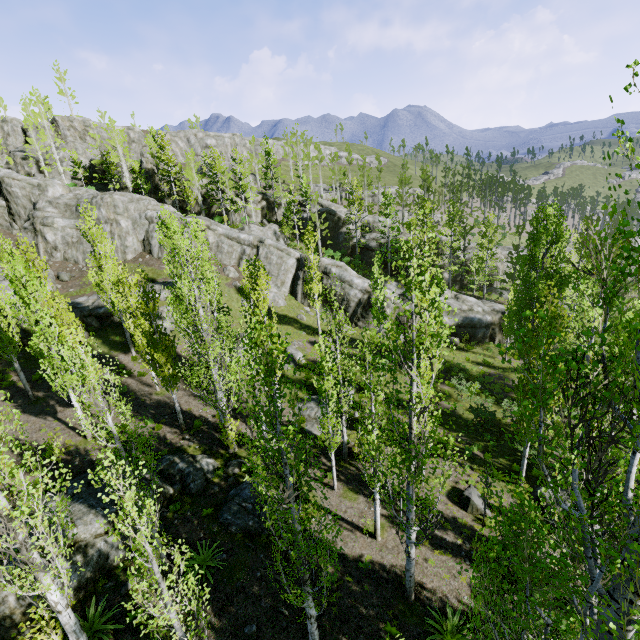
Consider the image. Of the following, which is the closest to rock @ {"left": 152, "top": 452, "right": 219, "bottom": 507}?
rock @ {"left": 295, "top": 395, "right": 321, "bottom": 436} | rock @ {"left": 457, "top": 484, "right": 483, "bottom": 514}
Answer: rock @ {"left": 295, "top": 395, "right": 321, "bottom": 436}

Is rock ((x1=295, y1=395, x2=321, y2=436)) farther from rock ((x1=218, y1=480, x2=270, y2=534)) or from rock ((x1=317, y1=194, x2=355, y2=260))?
rock ((x1=317, y1=194, x2=355, y2=260))

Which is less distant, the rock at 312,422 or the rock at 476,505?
the rock at 476,505

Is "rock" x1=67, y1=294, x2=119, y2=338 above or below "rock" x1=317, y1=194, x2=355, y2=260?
below

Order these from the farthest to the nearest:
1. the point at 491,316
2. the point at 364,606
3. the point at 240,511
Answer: the point at 491,316 → the point at 240,511 → the point at 364,606

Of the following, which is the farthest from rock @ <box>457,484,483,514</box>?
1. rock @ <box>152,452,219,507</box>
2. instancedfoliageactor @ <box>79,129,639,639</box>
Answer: rock @ <box>152,452,219,507</box>

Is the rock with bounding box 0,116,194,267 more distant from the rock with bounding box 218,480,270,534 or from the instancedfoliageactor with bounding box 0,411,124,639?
the rock with bounding box 218,480,270,534

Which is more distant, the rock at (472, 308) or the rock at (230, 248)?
the rock at (230, 248)
